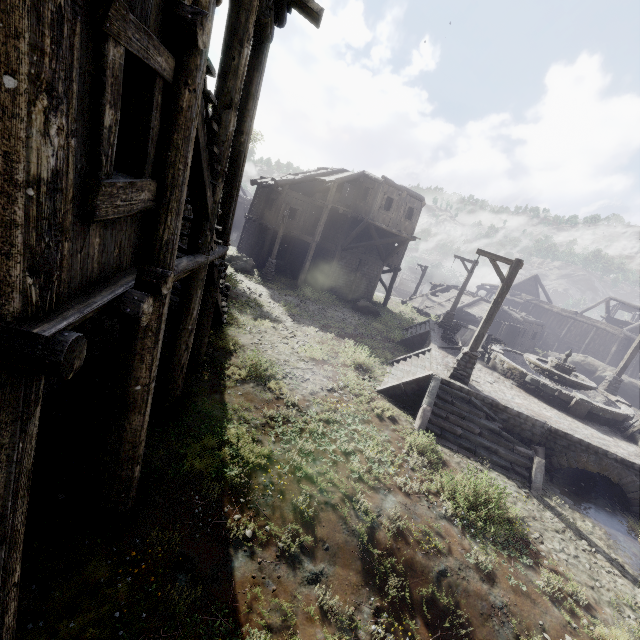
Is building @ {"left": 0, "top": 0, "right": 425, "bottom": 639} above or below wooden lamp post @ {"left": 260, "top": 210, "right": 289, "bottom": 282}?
above

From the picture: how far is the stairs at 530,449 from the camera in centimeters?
1017cm

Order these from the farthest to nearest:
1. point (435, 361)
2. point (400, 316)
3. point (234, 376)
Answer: point (400, 316) → point (435, 361) → point (234, 376)

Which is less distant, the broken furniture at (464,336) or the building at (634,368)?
the broken furniture at (464,336)

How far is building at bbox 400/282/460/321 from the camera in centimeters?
3274cm

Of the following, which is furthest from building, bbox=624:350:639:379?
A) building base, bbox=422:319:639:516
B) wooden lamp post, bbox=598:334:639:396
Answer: wooden lamp post, bbox=598:334:639:396

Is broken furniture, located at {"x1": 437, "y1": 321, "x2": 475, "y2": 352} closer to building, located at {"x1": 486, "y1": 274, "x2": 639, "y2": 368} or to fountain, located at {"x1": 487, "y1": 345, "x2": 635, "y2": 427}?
fountain, located at {"x1": 487, "y1": 345, "x2": 635, "y2": 427}

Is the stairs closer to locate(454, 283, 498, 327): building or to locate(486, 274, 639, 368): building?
locate(454, 283, 498, 327): building
